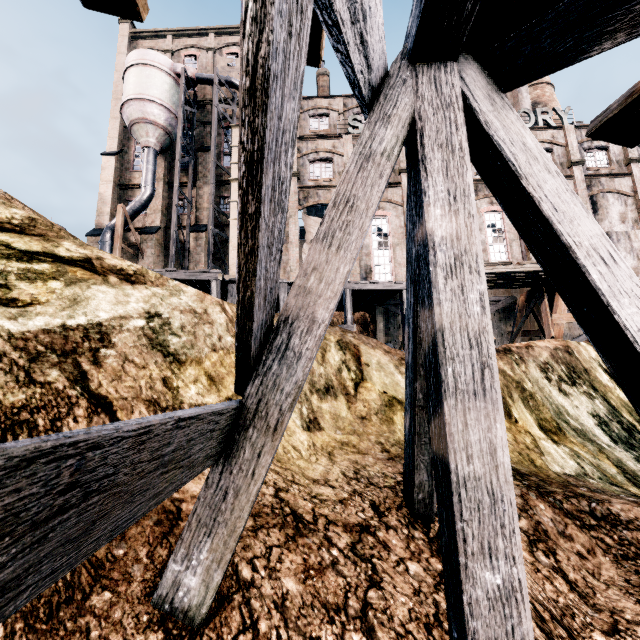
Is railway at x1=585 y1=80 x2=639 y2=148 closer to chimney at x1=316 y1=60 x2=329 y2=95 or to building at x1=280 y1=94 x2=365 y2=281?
building at x1=280 y1=94 x2=365 y2=281

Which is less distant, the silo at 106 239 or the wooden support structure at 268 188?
the wooden support structure at 268 188

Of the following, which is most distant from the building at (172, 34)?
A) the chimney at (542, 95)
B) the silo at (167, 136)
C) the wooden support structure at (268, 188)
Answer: the wooden support structure at (268, 188)

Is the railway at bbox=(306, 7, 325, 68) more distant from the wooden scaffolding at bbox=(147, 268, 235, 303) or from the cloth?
the cloth

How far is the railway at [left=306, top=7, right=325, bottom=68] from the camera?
3.1 meters

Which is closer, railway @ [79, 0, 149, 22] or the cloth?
railway @ [79, 0, 149, 22]

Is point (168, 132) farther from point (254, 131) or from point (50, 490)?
point (50, 490)

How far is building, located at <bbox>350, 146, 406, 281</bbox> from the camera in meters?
24.6 m
